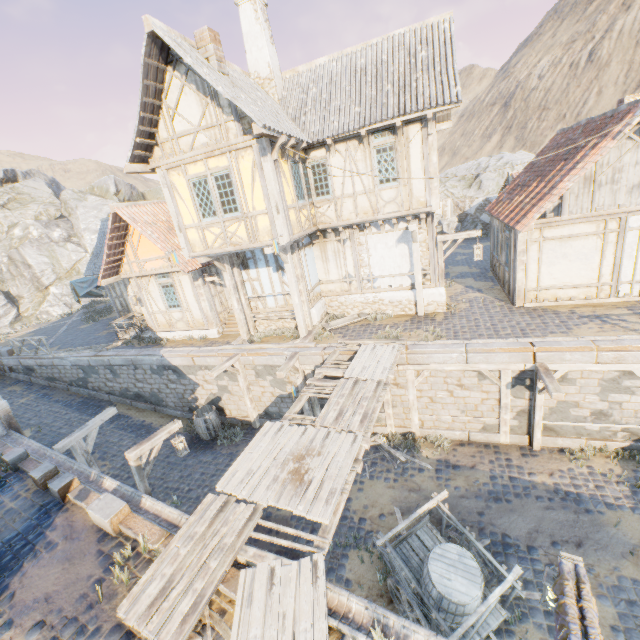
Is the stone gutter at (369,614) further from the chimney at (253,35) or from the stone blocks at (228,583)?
the chimney at (253,35)

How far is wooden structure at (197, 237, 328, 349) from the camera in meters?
11.7

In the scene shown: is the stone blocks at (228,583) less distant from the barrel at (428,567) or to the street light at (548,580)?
the barrel at (428,567)

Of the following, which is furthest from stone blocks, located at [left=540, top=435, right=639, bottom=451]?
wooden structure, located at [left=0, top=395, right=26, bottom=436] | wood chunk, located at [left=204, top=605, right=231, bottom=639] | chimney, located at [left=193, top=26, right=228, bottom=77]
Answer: chimney, located at [left=193, top=26, right=228, bottom=77]

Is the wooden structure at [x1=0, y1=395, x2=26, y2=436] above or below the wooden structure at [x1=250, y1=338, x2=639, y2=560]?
above

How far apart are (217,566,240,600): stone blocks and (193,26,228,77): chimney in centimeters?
1196cm

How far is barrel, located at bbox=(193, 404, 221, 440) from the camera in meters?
13.0

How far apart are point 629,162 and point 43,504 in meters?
17.7 m
